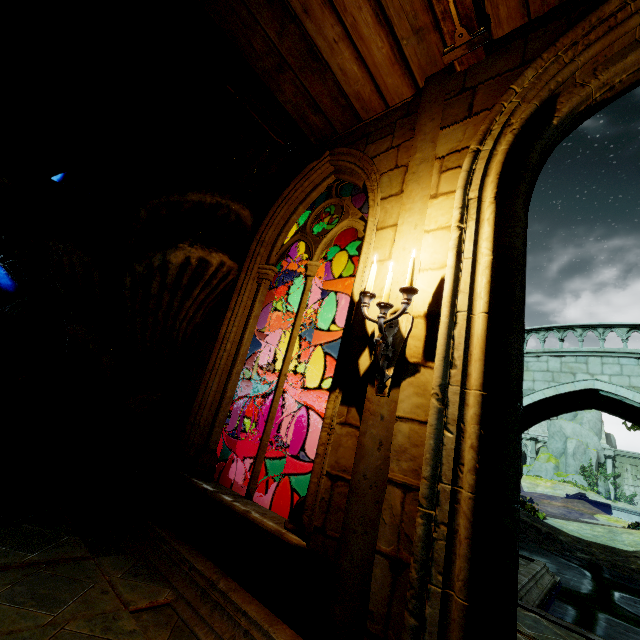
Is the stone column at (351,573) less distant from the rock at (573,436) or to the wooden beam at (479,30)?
the wooden beam at (479,30)

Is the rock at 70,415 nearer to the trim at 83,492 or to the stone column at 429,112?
the trim at 83,492

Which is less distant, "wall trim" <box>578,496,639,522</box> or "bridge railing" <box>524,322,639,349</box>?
"bridge railing" <box>524,322,639,349</box>

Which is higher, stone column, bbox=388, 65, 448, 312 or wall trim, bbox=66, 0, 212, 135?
wall trim, bbox=66, 0, 212, 135

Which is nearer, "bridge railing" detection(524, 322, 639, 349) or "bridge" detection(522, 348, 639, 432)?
"bridge" detection(522, 348, 639, 432)

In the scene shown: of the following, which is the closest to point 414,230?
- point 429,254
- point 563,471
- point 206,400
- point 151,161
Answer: point 429,254

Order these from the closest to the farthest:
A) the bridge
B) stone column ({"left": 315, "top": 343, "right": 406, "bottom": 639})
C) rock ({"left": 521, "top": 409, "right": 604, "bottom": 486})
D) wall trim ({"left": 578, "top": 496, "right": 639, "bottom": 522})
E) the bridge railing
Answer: stone column ({"left": 315, "top": 343, "right": 406, "bottom": 639}) → the bridge → the bridge railing → wall trim ({"left": 578, "top": 496, "right": 639, "bottom": 522}) → rock ({"left": 521, "top": 409, "right": 604, "bottom": 486})

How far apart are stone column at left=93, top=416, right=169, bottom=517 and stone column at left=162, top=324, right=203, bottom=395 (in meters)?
0.32
